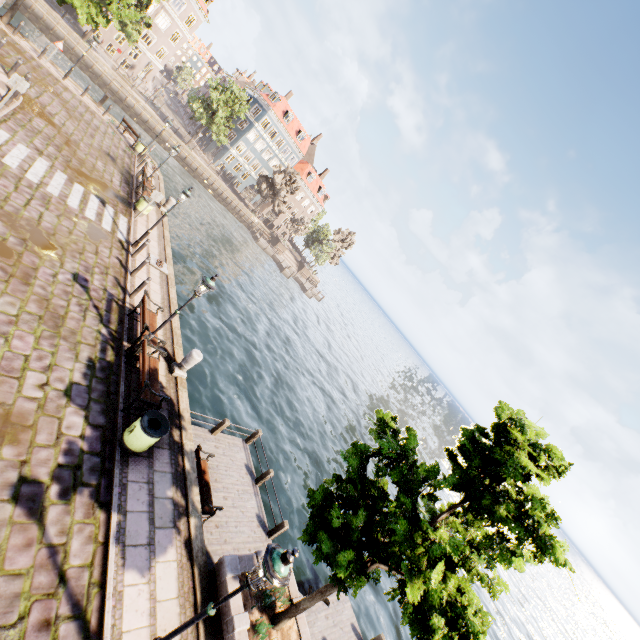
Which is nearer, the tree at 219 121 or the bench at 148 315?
the bench at 148 315

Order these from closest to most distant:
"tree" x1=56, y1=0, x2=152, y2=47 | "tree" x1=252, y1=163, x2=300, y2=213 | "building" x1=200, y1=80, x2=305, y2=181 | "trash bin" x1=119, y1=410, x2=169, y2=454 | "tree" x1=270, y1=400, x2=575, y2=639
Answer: "tree" x1=270, y1=400, x2=575, y2=639
"trash bin" x1=119, y1=410, x2=169, y2=454
"tree" x1=56, y1=0, x2=152, y2=47
"tree" x1=252, y1=163, x2=300, y2=213
"building" x1=200, y1=80, x2=305, y2=181

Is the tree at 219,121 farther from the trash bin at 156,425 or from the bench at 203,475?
the trash bin at 156,425

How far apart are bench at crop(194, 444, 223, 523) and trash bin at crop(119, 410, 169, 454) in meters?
2.4

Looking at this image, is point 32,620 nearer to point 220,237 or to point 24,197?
point 24,197

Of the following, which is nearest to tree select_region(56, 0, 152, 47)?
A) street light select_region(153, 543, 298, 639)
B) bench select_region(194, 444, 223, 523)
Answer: street light select_region(153, 543, 298, 639)

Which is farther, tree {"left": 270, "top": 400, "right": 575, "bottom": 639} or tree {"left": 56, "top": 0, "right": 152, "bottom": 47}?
tree {"left": 56, "top": 0, "right": 152, "bottom": 47}

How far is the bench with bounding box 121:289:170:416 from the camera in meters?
8.4
